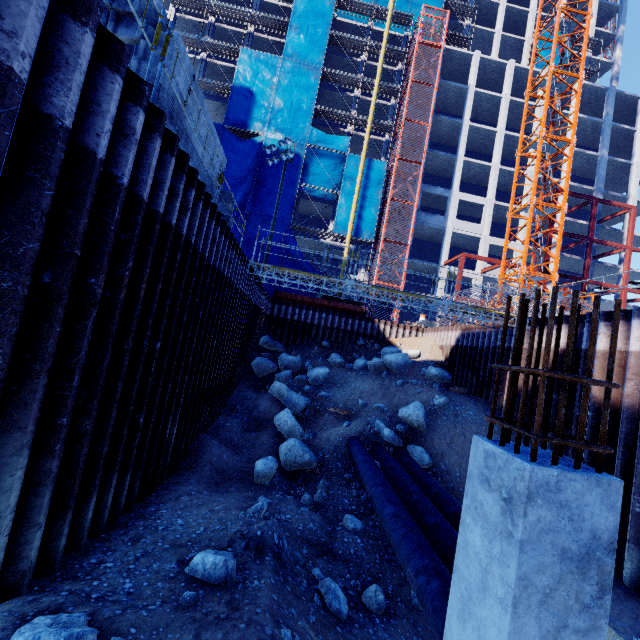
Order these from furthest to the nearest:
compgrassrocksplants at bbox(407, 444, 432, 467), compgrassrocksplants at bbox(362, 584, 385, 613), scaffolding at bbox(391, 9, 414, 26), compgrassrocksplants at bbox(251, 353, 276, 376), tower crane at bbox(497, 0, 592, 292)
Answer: scaffolding at bbox(391, 9, 414, 26)
tower crane at bbox(497, 0, 592, 292)
compgrassrocksplants at bbox(251, 353, 276, 376)
compgrassrocksplants at bbox(407, 444, 432, 467)
compgrassrocksplants at bbox(362, 584, 385, 613)

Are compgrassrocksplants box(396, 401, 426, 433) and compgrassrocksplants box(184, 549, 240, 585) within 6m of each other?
no

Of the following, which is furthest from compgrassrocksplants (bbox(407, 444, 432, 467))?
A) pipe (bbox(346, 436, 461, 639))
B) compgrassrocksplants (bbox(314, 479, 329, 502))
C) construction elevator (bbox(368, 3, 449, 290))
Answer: construction elevator (bbox(368, 3, 449, 290))

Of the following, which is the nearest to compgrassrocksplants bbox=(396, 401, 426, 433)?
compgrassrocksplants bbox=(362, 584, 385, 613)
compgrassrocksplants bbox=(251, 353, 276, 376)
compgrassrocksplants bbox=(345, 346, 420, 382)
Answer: compgrassrocksplants bbox=(345, 346, 420, 382)

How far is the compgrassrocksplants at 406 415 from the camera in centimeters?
1304cm

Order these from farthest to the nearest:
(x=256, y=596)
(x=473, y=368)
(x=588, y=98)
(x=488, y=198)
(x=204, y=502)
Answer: (x=588, y=98) → (x=488, y=198) → (x=473, y=368) → (x=204, y=502) → (x=256, y=596)

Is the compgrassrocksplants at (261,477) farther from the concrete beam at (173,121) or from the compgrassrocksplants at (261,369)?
the compgrassrocksplants at (261,369)

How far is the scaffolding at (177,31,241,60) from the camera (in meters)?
30.64
